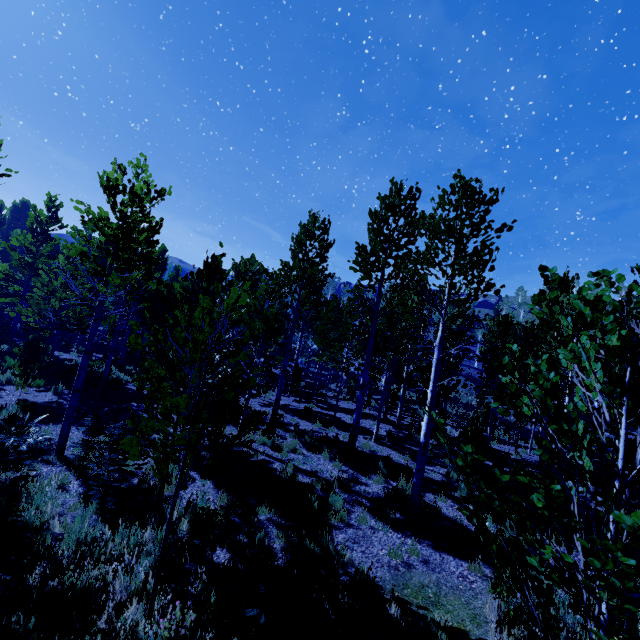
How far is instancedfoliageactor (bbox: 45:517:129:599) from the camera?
4.79m

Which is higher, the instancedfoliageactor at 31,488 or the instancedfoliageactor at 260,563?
the instancedfoliageactor at 260,563

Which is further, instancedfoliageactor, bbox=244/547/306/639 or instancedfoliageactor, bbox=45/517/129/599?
instancedfoliageactor, bbox=45/517/129/599

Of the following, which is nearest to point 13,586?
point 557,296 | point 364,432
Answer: point 364,432

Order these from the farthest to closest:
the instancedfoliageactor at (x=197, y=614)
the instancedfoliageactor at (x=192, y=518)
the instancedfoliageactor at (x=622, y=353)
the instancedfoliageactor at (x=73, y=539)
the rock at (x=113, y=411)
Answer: the rock at (x=113, y=411) → the instancedfoliageactor at (x=192, y=518) → the instancedfoliageactor at (x=73, y=539) → the instancedfoliageactor at (x=197, y=614) → the instancedfoliageactor at (x=622, y=353)

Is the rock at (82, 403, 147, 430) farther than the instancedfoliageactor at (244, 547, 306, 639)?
Yes

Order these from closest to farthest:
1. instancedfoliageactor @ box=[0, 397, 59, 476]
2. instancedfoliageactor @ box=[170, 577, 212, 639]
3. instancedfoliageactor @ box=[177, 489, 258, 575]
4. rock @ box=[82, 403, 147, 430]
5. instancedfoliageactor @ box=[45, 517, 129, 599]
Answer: instancedfoliageactor @ box=[170, 577, 212, 639]
instancedfoliageactor @ box=[45, 517, 129, 599]
instancedfoliageactor @ box=[177, 489, 258, 575]
instancedfoliageactor @ box=[0, 397, 59, 476]
rock @ box=[82, 403, 147, 430]
